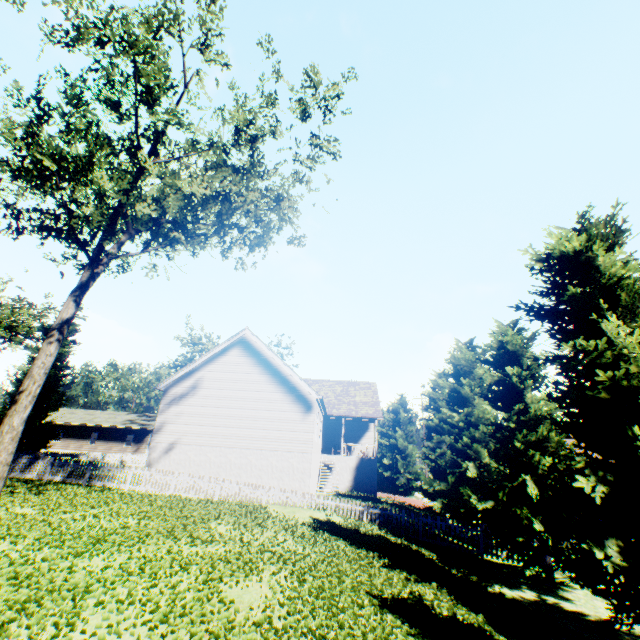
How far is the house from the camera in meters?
42.3

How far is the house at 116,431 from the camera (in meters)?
42.31

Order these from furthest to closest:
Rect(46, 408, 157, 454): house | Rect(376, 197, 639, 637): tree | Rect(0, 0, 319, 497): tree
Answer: Rect(46, 408, 157, 454): house < Rect(0, 0, 319, 497): tree < Rect(376, 197, 639, 637): tree

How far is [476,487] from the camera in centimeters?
1426cm

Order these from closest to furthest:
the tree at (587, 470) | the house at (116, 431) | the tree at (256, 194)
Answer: the tree at (587, 470)
the tree at (256, 194)
the house at (116, 431)

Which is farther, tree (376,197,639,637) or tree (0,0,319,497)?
tree (0,0,319,497)

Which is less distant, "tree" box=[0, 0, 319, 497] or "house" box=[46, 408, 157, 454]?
"tree" box=[0, 0, 319, 497]
